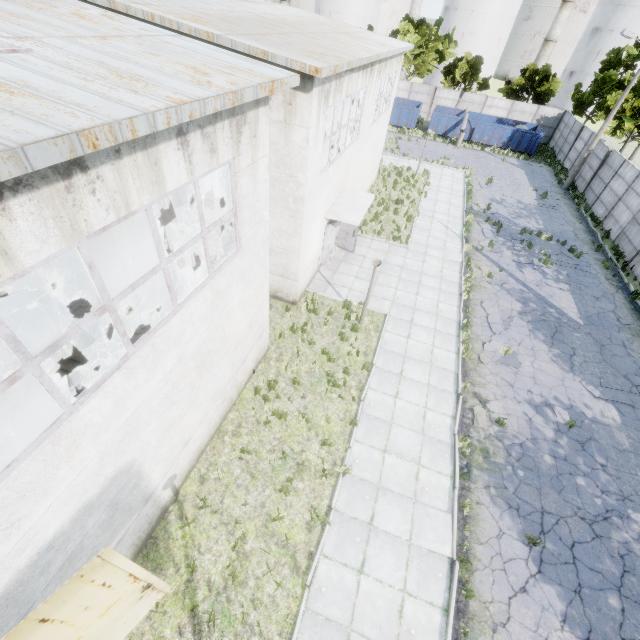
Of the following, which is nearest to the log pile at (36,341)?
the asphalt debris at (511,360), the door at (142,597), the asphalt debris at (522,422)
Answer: the door at (142,597)

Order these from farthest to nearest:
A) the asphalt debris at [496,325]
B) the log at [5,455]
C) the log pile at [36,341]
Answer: the asphalt debris at [496,325] < the log pile at [36,341] < the log at [5,455]

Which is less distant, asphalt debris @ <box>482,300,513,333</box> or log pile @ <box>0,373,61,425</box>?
log pile @ <box>0,373,61,425</box>

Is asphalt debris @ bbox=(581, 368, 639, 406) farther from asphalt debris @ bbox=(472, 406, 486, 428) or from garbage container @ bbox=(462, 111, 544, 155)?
garbage container @ bbox=(462, 111, 544, 155)

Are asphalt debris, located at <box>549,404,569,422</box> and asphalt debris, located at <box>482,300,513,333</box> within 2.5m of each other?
no

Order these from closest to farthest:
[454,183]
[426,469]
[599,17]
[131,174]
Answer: [131,174] → [426,469] → [454,183] → [599,17]

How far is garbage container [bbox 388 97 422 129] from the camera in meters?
36.1

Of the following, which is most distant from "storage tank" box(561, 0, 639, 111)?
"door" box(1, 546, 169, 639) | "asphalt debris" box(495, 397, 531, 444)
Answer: "door" box(1, 546, 169, 639)
